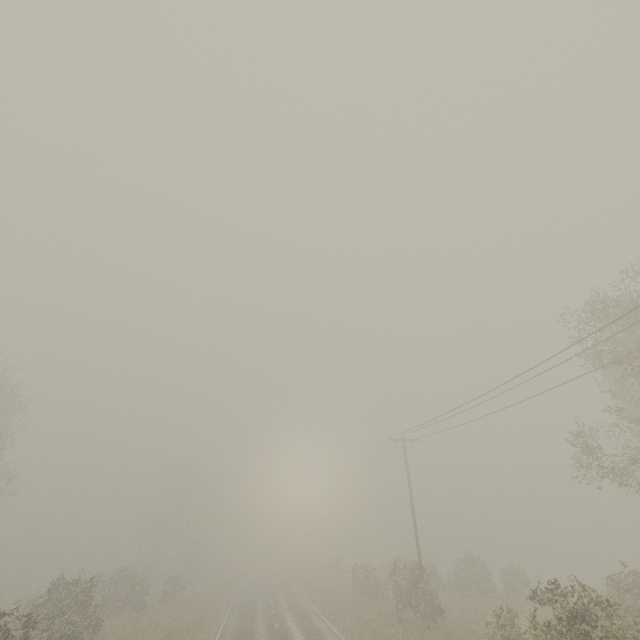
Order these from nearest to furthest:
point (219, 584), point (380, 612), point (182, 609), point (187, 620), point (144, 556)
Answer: point (187, 620)
point (380, 612)
point (182, 609)
point (219, 584)
point (144, 556)

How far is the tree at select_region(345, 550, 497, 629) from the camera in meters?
21.3

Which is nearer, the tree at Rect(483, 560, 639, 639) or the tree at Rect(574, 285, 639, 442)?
the tree at Rect(483, 560, 639, 639)

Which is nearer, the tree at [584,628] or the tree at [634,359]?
the tree at [584,628]

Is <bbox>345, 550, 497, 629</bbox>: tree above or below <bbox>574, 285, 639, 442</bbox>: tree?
below

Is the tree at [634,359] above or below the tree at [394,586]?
above

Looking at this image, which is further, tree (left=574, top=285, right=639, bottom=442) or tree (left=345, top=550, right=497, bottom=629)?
tree (left=345, top=550, right=497, bottom=629)
